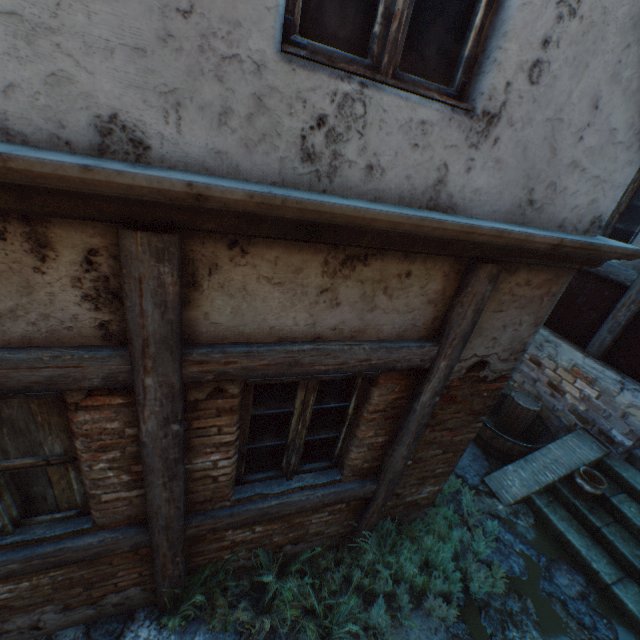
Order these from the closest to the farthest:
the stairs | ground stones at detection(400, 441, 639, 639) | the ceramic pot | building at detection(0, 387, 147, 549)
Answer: building at detection(0, 387, 147, 549) → ground stones at detection(400, 441, 639, 639) → the stairs → the ceramic pot

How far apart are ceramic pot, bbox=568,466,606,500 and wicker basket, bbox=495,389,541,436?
1.0 meters

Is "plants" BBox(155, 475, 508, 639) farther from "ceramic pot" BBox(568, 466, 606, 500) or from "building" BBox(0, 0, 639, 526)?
"ceramic pot" BBox(568, 466, 606, 500)

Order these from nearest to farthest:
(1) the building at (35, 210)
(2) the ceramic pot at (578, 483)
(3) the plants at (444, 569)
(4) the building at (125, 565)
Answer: (1) the building at (35, 210) < (4) the building at (125, 565) < (3) the plants at (444, 569) < (2) the ceramic pot at (578, 483)

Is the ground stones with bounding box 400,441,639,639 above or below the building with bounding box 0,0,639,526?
below

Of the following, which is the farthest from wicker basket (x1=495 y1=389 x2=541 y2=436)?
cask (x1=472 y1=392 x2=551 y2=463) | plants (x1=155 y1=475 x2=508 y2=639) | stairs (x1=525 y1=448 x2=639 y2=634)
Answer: plants (x1=155 y1=475 x2=508 y2=639)

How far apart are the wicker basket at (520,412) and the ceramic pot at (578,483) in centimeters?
104cm

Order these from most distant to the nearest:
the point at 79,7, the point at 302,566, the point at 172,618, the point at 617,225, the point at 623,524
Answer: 1. the point at 617,225
2. the point at 623,524
3. the point at 302,566
4. the point at 172,618
5. the point at 79,7
